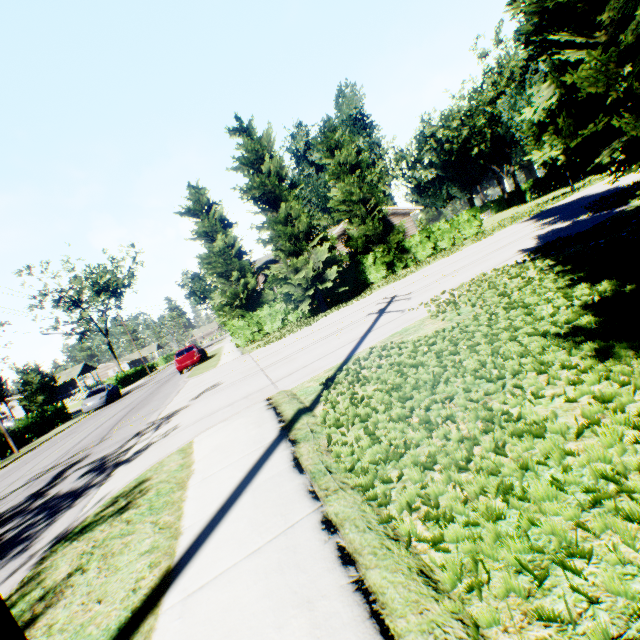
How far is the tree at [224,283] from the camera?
18.08m

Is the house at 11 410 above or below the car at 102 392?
above

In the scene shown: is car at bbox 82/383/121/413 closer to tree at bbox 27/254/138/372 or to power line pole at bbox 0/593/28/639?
tree at bbox 27/254/138/372

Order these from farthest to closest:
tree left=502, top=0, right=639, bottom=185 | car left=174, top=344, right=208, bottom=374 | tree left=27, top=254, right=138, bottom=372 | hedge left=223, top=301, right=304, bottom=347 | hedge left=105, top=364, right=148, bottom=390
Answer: tree left=27, top=254, right=138, bottom=372
hedge left=105, top=364, right=148, bottom=390
car left=174, top=344, right=208, bottom=374
hedge left=223, top=301, right=304, bottom=347
tree left=502, top=0, right=639, bottom=185

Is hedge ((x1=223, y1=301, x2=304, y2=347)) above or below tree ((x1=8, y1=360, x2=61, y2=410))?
below

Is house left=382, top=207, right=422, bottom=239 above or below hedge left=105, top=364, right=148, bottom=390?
above

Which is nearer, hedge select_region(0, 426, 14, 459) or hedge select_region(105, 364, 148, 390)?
hedge select_region(0, 426, 14, 459)

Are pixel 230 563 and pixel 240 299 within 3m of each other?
no
